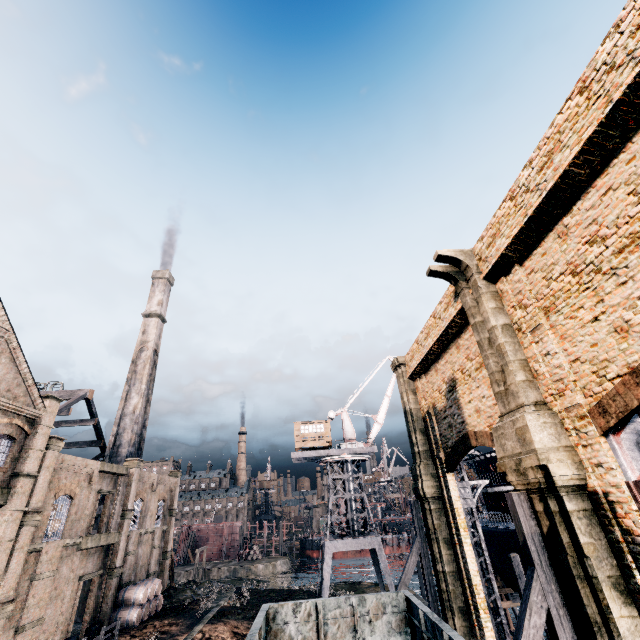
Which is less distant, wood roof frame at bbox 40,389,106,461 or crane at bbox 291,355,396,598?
crane at bbox 291,355,396,598

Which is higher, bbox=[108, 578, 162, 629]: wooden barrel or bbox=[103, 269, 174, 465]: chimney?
bbox=[103, 269, 174, 465]: chimney

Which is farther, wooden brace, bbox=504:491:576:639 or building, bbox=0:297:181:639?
building, bbox=0:297:181:639

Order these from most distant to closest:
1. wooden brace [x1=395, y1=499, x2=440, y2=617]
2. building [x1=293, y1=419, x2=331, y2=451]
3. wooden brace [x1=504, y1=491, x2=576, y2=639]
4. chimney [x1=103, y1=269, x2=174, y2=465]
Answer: → chimney [x1=103, y1=269, x2=174, y2=465] → building [x1=293, y1=419, x2=331, y2=451] → wooden brace [x1=395, y1=499, x2=440, y2=617] → wooden brace [x1=504, y1=491, x2=576, y2=639]

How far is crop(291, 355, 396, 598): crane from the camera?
33.53m

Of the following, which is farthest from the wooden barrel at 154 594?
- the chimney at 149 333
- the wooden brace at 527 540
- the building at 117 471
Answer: the building at 117 471

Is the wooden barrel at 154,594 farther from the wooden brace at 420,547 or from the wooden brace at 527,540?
the wooden brace at 527,540

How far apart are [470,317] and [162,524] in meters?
44.2 m
